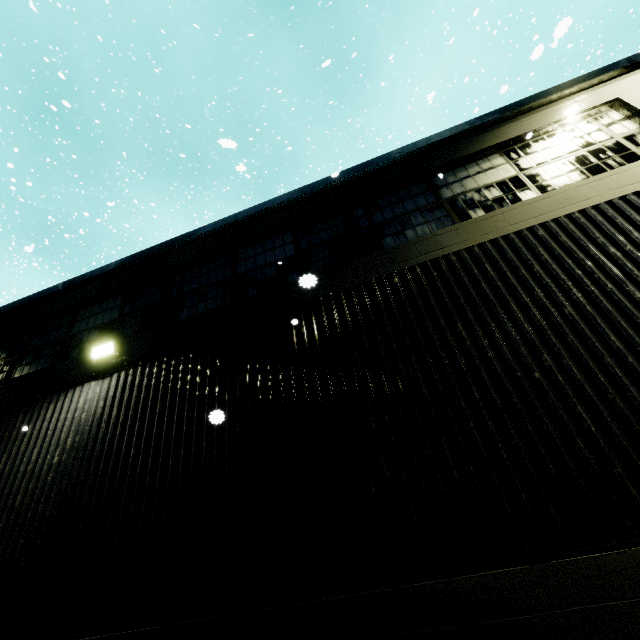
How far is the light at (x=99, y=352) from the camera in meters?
5.6

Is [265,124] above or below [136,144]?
below

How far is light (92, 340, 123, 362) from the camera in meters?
5.6 m

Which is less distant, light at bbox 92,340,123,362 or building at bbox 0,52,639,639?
building at bbox 0,52,639,639

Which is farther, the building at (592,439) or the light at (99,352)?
the light at (99,352)
